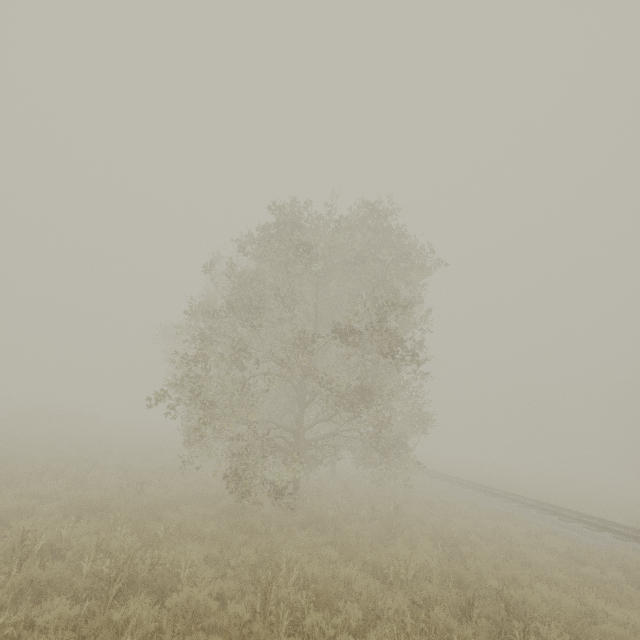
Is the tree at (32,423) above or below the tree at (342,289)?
below

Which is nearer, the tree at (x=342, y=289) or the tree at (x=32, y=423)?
the tree at (x=342, y=289)

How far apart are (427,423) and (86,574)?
15.5m

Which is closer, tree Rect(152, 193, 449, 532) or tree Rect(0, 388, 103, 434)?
tree Rect(152, 193, 449, 532)

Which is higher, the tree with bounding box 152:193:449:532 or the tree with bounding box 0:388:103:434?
the tree with bounding box 152:193:449:532

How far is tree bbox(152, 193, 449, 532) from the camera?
9.77m
